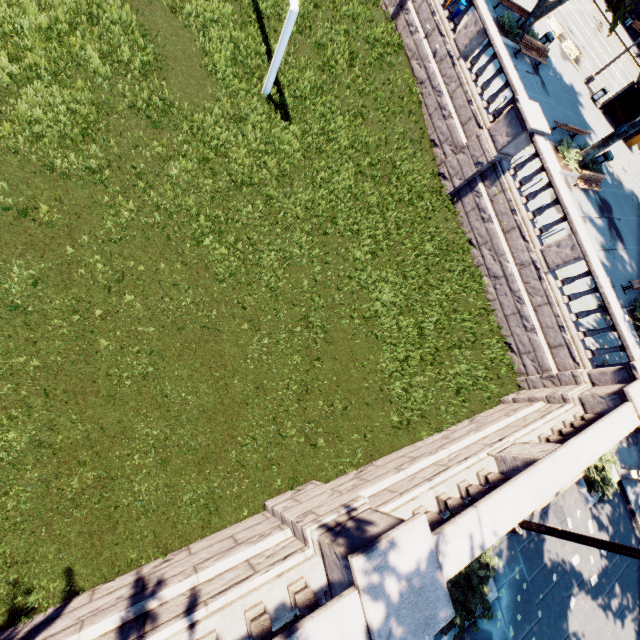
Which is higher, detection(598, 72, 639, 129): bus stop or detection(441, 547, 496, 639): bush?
detection(598, 72, 639, 129): bus stop

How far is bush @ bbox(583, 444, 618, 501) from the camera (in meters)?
10.46

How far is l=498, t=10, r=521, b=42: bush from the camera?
19.03m

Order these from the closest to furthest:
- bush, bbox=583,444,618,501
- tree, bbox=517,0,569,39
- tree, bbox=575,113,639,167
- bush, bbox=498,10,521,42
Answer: bush, bbox=583,444,618,501
tree, bbox=575,113,639,167
tree, bbox=517,0,569,39
bush, bbox=498,10,521,42

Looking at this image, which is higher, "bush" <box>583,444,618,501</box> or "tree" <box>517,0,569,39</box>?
"tree" <box>517,0,569,39</box>

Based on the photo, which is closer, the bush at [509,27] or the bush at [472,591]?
the bush at [472,591]

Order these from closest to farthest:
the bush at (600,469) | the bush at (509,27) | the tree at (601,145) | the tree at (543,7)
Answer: the bush at (600,469) → the tree at (601,145) → the tree at (543,7) → the bush at (509,27)

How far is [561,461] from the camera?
7.2 meters
